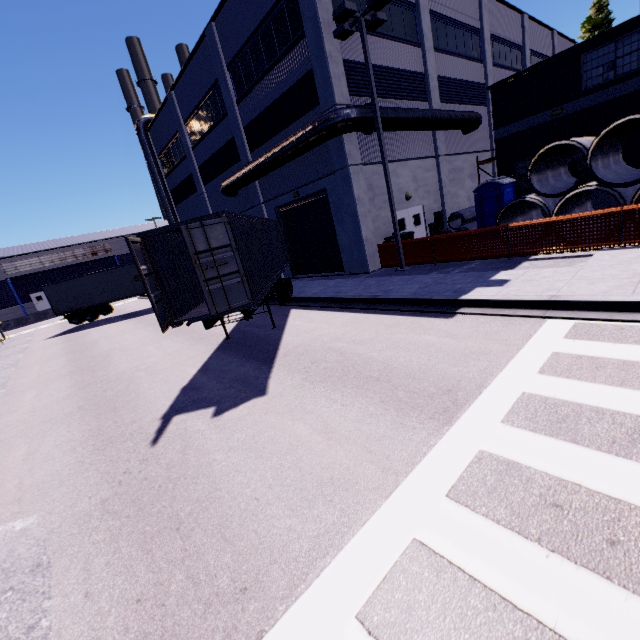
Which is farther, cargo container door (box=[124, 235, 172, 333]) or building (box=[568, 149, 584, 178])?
building (box=[568, 149, 584, 178])

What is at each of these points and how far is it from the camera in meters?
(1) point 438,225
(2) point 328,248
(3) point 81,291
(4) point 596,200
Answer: (1) electrical box, 19.9 m
(2) roll-up door, 18.4 m
(3) semi trailer, 24.0 m
(4) building, 16.1 m

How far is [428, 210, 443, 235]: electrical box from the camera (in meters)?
A: 19.50

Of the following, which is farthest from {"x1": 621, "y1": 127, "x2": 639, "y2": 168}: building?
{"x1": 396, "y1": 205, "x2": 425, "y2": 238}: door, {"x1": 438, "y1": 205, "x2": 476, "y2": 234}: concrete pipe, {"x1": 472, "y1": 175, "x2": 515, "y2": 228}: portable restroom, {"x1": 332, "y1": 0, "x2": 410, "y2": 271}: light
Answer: {"x1": 472, "y1": 175, "x2": 515, "y2": 228}: portable restroom

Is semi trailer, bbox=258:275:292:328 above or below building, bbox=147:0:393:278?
below

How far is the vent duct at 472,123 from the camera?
14.55m

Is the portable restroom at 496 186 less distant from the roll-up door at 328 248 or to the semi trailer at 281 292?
the roll-up door at 328 248

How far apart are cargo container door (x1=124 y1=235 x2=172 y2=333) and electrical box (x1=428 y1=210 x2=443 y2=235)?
17.06m
